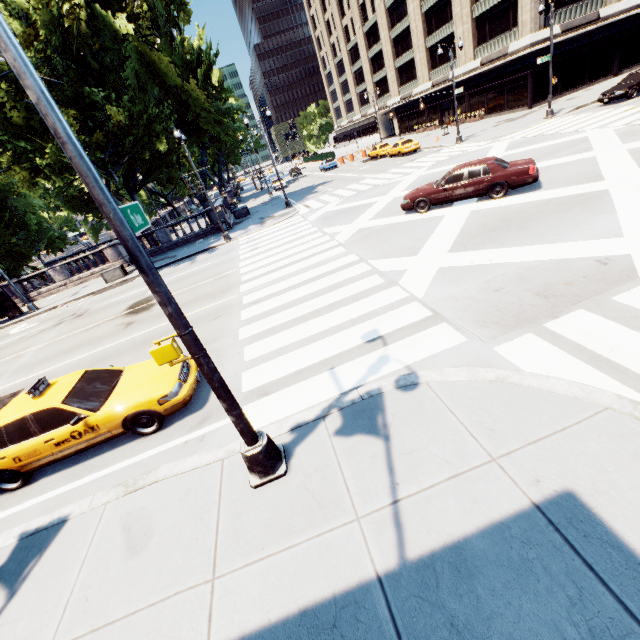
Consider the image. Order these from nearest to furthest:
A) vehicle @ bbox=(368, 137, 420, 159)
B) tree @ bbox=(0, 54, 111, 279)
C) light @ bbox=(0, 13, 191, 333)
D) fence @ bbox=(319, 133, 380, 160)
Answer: light @ bbox=(0, 13, 191, 333) → tree @ bbox=(0, 54, 111, 279) → vehicle @ bbox=(368, 137, 420, 159) → fence @ bbox=(319, 133, 380, 160)

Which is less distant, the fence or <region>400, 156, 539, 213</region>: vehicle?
<region>400, 156, 539, 213</region>: vehicle

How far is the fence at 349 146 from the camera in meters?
50.6 m

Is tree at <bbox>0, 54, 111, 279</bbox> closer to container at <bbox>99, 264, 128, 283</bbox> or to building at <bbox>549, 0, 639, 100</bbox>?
container at <bbox>99, 264, 128, 283</bbox>

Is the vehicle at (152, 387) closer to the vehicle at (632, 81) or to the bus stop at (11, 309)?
the bus stop at (11, 309)

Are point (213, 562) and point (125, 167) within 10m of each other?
no

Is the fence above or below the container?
above

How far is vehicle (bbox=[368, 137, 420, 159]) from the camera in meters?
32.8 m
